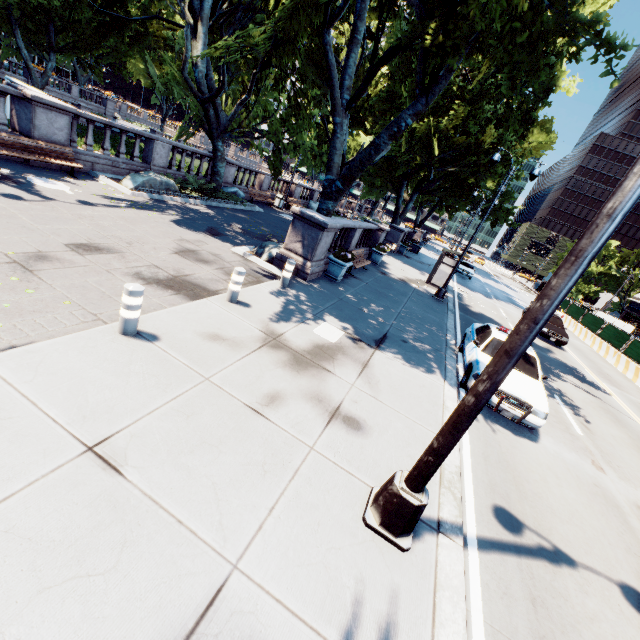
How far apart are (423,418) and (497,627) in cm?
313

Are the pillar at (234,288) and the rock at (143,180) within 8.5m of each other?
no

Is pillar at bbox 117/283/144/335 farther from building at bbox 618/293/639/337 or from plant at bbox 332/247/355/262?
building at bbox 618/293/639/337

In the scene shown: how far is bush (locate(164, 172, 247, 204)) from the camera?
16.0 meters

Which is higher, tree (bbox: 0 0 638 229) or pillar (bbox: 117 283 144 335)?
tree (bbox: 0 0 638 229)

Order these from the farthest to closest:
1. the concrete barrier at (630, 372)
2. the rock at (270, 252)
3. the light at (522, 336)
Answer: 1. the concrete barrier at (630, 372)
2. the rock at (270, 252)
3. the light at (522, 336)

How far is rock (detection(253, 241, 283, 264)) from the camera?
11.49m

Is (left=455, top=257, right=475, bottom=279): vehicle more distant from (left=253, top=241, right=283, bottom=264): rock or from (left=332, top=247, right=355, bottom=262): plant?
(left=253, top=241, right=283, bottom=264): rock
